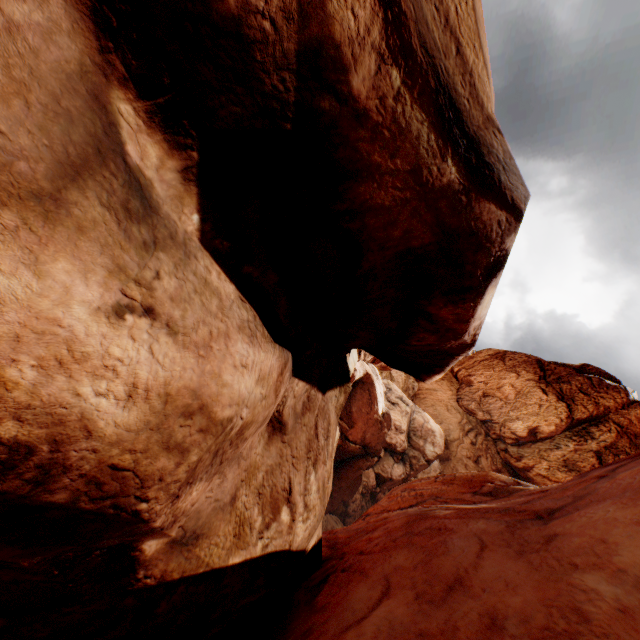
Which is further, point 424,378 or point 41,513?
point 424,378
